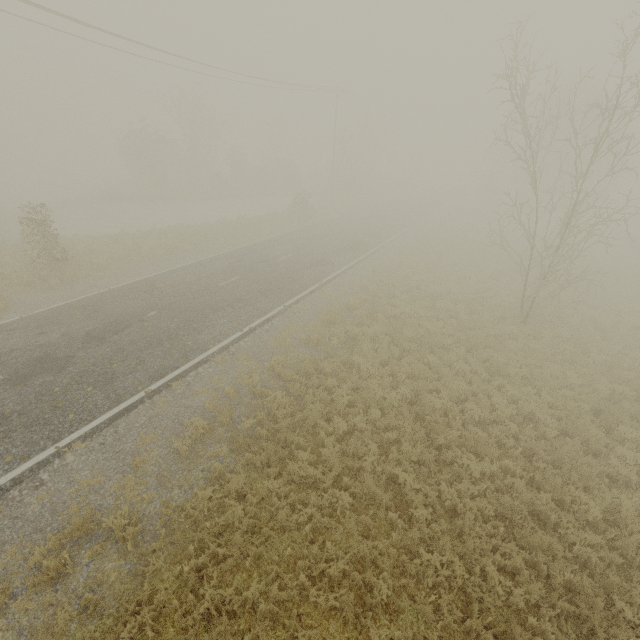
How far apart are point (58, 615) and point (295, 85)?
36.0m

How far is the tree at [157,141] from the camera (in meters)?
33.25

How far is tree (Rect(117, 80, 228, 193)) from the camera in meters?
33.2
